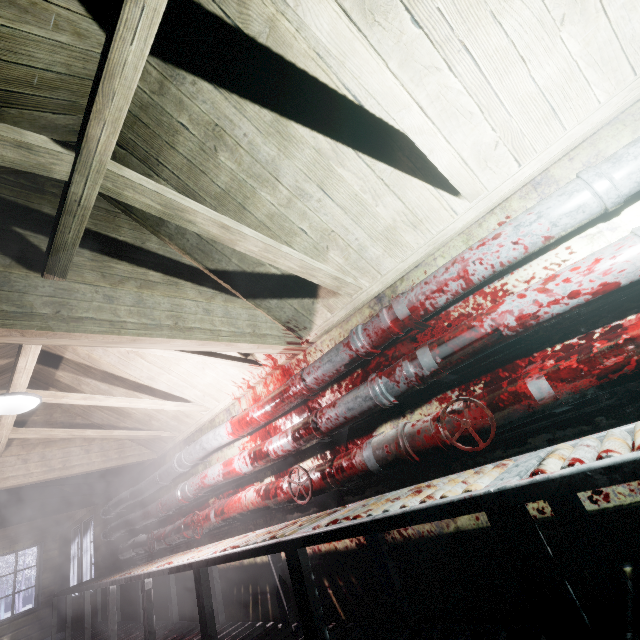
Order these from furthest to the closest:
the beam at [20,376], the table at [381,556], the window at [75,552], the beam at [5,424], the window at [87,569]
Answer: the window at [75,552] → the window at [87,569] → the beam at [5,424] → the beam at [20,376] → the table at [381,556]

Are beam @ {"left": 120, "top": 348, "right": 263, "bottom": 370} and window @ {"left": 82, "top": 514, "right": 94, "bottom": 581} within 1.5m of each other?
no

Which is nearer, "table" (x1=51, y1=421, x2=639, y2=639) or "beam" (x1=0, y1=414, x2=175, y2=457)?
"table" (x1=51, y1=421, x2=639, y2=639)

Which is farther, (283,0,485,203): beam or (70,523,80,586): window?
(70,523,80,586): window

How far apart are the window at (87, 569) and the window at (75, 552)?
0.2 meters

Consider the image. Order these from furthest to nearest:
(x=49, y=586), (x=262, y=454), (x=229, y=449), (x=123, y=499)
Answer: (x=49, y=586), (x=123, y=499), (x=229, y=449), (x=262, y=454)

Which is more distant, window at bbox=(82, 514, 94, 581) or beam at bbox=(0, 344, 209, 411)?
window at bbox=(82, 514, 94, 581)

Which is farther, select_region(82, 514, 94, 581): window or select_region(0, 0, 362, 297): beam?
select_region(82, 514, 94, 581): window
